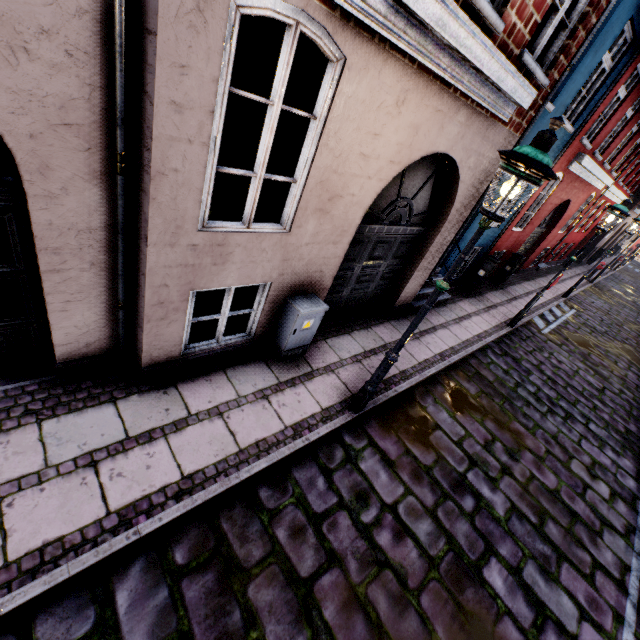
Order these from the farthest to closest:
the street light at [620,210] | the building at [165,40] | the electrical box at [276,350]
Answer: the street light at [620,210] < the electrical box at [276,350] < the building at [165,40]

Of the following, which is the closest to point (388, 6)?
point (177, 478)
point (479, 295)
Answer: point (177, 478)

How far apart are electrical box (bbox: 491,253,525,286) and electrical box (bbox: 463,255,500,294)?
2.1m

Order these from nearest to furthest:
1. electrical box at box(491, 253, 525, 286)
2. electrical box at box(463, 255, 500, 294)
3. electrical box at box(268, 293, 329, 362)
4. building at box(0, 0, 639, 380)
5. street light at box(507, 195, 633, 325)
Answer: building at box(0, 0, 639, 380), electrical box at box(268, 293, 329, 362), street light at box(507, 195, 633, 325), electrical box at box(463, 255, 500, 294), electrical box at box(491, 253, 525, 286)

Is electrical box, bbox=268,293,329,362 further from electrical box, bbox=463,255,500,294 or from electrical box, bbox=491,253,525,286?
electrical box, bbox=491,253,525,286

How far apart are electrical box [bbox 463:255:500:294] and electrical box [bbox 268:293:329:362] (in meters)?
7.18

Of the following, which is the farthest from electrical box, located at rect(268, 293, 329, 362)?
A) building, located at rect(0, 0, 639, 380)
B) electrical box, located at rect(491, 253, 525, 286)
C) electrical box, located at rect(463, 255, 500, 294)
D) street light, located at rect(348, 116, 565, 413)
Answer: electrical box, located at rect(491, 253, 525, 286)

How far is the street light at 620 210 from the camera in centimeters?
727cm
